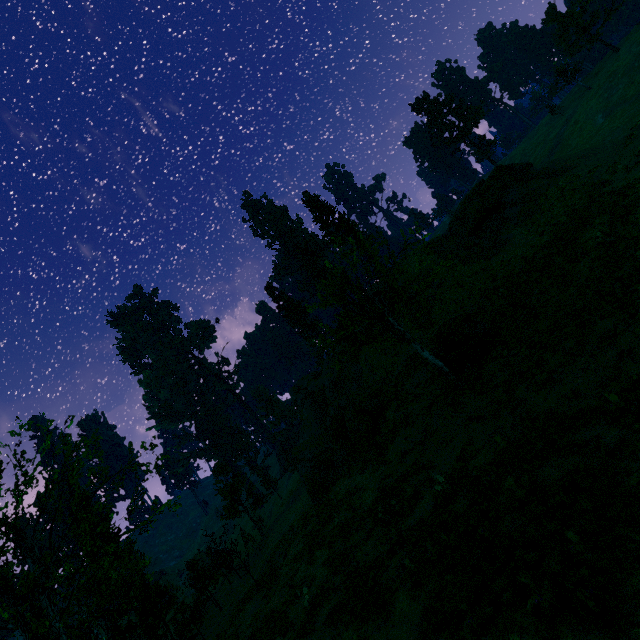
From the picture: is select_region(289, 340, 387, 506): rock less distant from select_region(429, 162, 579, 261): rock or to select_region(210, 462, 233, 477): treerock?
select_region(210, 462, 233, 477): treerock

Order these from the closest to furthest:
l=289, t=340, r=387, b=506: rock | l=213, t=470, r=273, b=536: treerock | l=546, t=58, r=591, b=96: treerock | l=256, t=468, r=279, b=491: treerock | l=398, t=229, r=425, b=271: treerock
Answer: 1. l=398, t=229, r=425, b=271: treerock
2. l=289, t=340, r=387, b=506: rock
3. l=213, t=470, r=273, b=536: treerock
4. l=546, t=58, r=591, b=96: treerock
5. l=256, t=468, r=279, b=491: treerock

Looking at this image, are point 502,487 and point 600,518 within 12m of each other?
yes

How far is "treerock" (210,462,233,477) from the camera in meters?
45.5

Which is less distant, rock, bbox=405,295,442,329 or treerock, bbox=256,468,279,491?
rock, bbox=405,295,442,329

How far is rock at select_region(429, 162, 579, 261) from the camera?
27.3 meters

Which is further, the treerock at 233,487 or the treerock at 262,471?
the treerock at 262,471

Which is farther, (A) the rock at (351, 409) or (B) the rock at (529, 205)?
(A) the rock at (351, 409)
